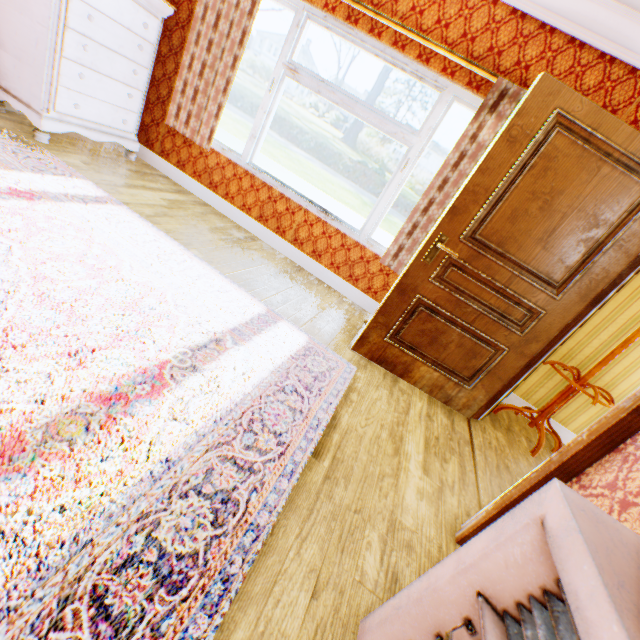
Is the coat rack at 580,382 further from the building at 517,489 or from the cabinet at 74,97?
the cabinet at 74,97

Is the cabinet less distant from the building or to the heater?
the building

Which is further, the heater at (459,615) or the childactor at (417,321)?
the childactor at (417,321)

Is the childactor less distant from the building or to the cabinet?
the building

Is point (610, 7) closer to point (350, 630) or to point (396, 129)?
point (396, 129)

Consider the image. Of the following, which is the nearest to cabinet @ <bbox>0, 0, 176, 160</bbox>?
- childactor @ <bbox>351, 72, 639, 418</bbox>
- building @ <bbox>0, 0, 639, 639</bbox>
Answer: building @ <bbox>0, 0, 639, 639</bbox>

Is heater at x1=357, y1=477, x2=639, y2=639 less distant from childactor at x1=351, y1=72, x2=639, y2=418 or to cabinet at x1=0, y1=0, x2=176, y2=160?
childactor at x1=351, y1=72, x2=639, y2=418

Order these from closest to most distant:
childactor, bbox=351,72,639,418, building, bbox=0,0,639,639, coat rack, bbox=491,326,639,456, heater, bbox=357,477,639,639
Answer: heater, bbox=357,477,639,639 < building, bbox=0,0,639,639 < childactor, bbox=351,72,639,418 < coat rack, bbox=491,326,639,456
